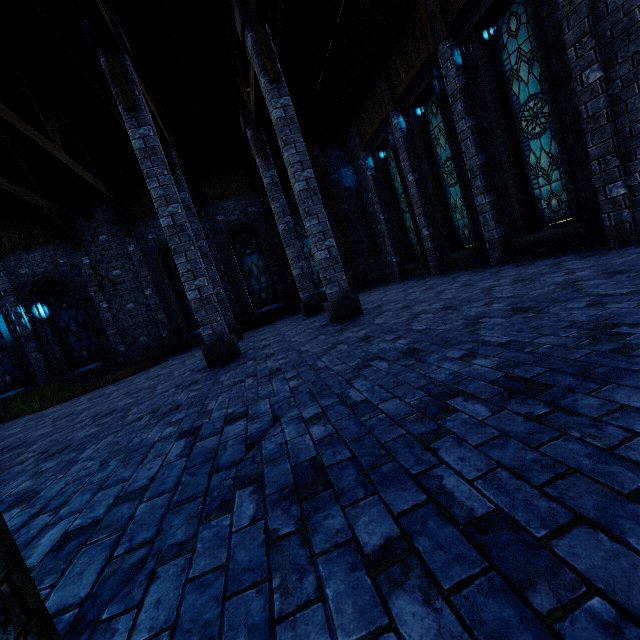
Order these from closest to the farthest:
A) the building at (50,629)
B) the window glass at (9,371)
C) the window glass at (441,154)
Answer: the building at (50,629) → the window glass at (441,154) → the window glass at (9,371)

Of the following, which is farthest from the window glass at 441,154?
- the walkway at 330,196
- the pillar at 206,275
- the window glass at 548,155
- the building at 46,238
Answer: the pillar at 206,275

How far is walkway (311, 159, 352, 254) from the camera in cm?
1470

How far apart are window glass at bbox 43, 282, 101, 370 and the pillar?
9.2 meters

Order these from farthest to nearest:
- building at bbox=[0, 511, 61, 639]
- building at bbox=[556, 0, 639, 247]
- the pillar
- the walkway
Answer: the walkway < the pillar < building at bbox=[556, 0, 639, 247] < building at bbox=[0, 511, 61, 639]

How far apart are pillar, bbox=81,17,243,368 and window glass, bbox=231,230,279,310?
7.2 meters

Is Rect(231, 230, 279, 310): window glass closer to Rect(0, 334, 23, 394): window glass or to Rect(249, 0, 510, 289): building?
Rect(249, 0, 510, 289): building

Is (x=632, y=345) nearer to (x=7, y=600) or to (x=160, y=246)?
(x=7, y=600)
